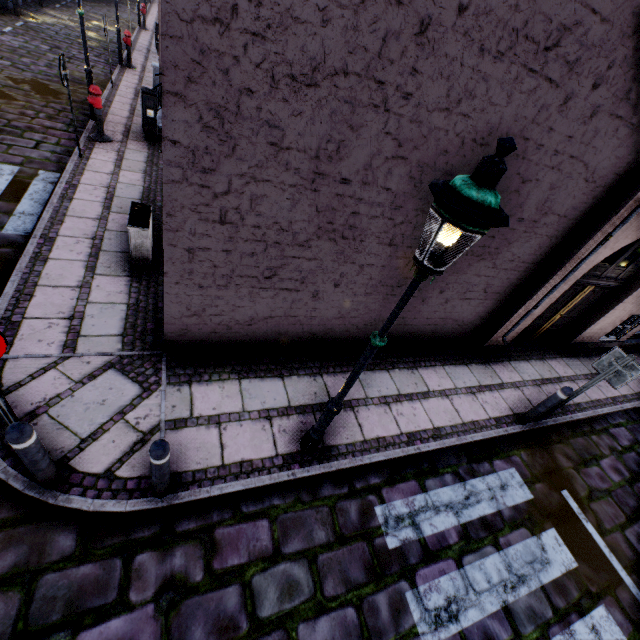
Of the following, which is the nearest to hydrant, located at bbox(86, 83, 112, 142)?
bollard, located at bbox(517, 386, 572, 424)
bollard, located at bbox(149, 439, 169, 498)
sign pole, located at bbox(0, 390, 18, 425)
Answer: sign pole, located at bbox(0, 390, 18, 425)

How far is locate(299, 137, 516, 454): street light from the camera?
1.8 meters

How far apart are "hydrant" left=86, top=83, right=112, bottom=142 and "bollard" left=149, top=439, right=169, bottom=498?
8.99m

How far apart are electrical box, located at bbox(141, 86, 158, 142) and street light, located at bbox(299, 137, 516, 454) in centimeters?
958cm

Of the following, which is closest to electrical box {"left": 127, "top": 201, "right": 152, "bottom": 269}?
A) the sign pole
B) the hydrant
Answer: the sign pole

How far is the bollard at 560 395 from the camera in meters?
5.2 m

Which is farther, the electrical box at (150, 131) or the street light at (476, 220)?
the electrical box at (150, 131)

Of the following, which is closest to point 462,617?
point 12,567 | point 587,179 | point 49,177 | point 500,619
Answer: point 500,619
